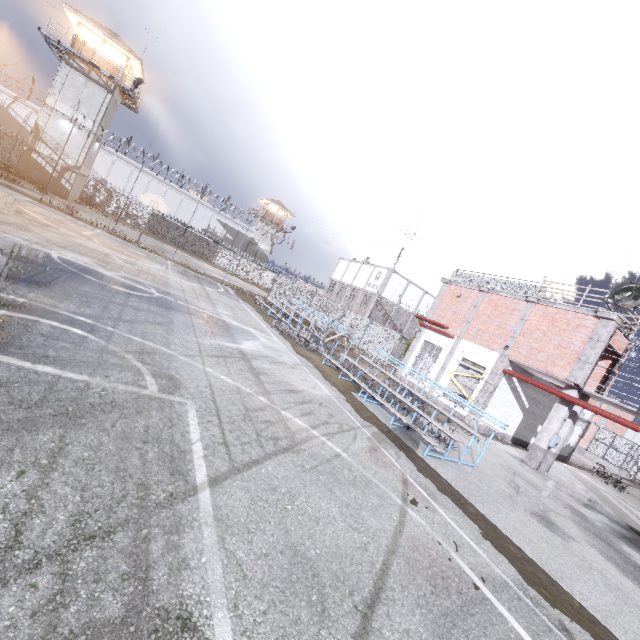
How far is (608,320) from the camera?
13.3 meters

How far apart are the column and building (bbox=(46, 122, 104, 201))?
40.99m

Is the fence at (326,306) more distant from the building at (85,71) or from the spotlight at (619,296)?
the building at (85,71)

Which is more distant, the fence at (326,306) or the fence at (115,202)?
the fence at (115,202)

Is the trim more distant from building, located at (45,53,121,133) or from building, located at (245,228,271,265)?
building, located at (245,228,271,265)

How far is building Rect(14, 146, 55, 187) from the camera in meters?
28.5 m

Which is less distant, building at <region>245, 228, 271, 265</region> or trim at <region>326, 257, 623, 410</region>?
trim at <region>326, 257, 623, 410</region>
